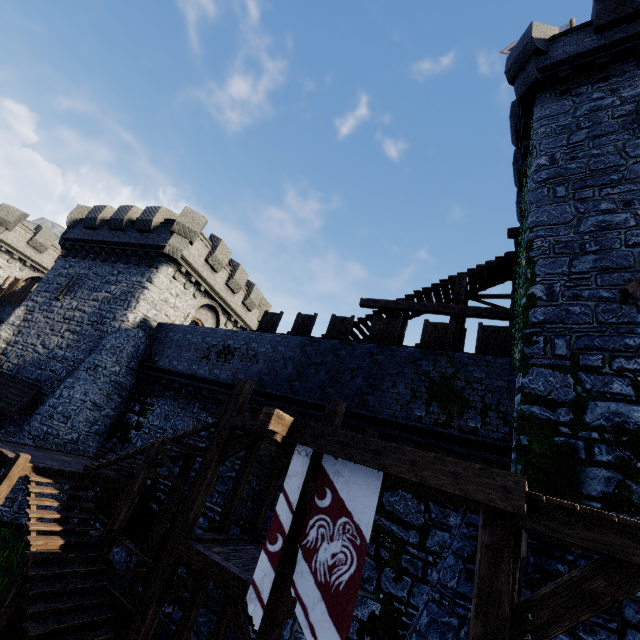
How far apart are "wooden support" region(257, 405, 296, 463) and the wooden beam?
7.5 meters

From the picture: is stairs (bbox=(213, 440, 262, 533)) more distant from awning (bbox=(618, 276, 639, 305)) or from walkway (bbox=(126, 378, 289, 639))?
awning (bbox=(618, 276, 639, 305))

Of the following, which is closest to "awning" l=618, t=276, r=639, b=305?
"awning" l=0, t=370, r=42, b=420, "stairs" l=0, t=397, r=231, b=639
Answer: "stairs" l=0, t=397, r=231, b=639

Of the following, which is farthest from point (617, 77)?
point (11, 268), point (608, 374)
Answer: point (11, 268)

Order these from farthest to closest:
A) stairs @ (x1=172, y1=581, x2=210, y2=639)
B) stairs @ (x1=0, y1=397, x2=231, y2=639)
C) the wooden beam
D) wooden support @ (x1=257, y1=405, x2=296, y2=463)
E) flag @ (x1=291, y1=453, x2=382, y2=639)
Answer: the wooden beam
stairs @ (x1=172, y1=581, x2=210, y2=639)
stairs @ (x1=0, y1=397, x2=231, y2=639)
wooden support @ (x1=257, y1=405, x2=296, y2=463)
flag @ (x1=291, y1=453, x2=382, y2=639)

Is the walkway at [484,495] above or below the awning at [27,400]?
above

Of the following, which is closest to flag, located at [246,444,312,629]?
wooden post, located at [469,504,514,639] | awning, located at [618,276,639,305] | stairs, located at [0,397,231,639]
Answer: wooden post, located at [469,504,514,639]

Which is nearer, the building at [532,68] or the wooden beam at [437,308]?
the building at [532,68]
